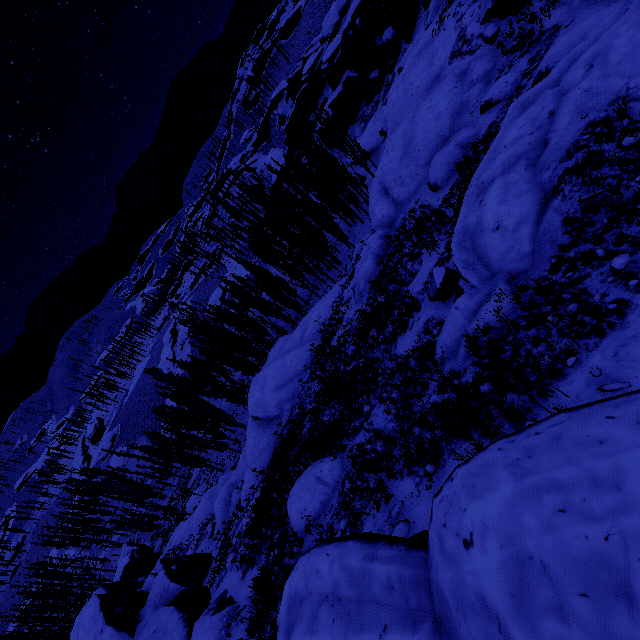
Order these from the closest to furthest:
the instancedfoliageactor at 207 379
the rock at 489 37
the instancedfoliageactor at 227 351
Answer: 1. the rock at 489 37
2. the instancedfoliageactor at 227 351
3. the instancedfoliageactor at 207 379

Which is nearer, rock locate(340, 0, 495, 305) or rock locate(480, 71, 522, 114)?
rock locate(480, 71, 522, 114)

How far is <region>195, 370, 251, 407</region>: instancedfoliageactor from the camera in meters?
42.0 m

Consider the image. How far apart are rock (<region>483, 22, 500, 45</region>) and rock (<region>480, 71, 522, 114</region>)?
2.9 meters

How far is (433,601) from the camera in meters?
3.7

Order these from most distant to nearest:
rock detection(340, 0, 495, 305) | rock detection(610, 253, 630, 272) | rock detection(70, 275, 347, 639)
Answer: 1. rock detection(340, 0, 495, 305)
2. rock detection(70, 275, 347, 639)
3. rock detection(610, 253, 630, 272)

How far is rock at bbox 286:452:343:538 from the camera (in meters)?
11.12

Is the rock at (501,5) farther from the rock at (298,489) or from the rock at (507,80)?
the rock at (507,80)
